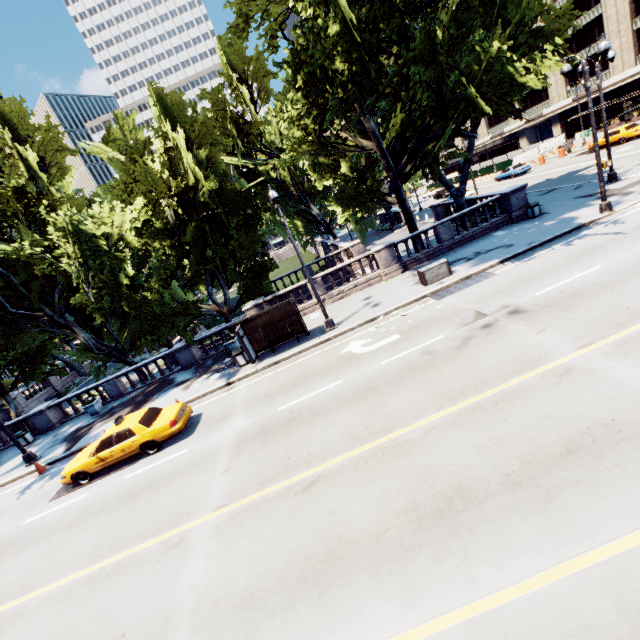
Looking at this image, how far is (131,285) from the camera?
19.31m

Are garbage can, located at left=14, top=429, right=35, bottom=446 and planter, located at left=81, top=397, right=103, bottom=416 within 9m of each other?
yes

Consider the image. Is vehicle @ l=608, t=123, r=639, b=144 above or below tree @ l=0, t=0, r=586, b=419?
below

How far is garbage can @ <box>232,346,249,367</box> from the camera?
17.0m

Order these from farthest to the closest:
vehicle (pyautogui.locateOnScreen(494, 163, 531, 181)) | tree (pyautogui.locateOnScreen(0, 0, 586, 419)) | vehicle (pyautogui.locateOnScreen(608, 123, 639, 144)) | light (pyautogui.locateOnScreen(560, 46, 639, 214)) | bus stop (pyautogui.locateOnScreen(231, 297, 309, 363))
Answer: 1. vehicle (pyautogui.locateOnScreen(494, 163, 531, 181))
2. vehicle (pyautogui.locateOnScreen(608, 123, 639, 144))
3. bus stop (pyautogui.locateOnScreen(231, 297, 309, 363))
4. light (pyautogui.locateOnScreen(560, 46, 639, 214))
5. tree (pyautogui.locateOnScreen(0, 0, 586, 419))

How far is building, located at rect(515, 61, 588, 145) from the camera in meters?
47.9 m

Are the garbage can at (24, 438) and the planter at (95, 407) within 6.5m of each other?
yes

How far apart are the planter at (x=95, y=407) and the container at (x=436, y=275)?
21.1m
